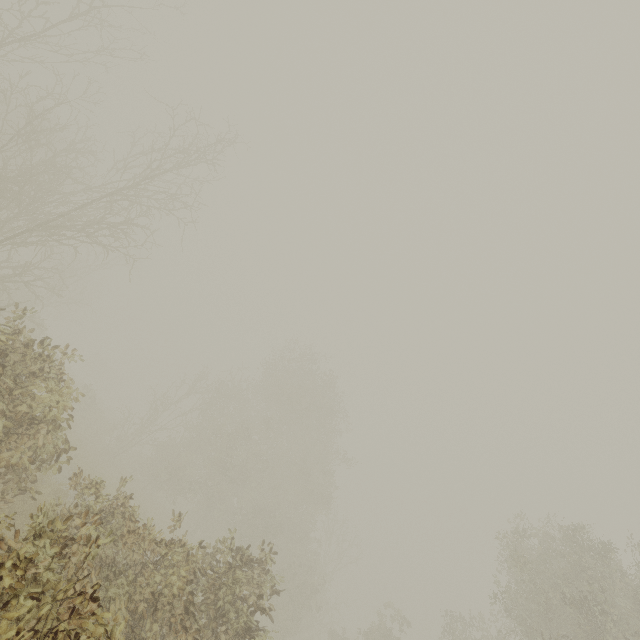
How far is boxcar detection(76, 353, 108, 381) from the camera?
58.3m

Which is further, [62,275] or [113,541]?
[62,275]

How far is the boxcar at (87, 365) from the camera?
58.3m
